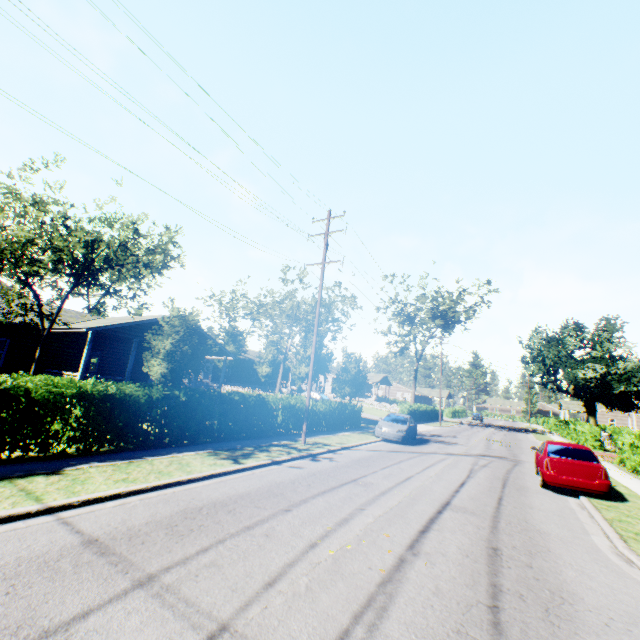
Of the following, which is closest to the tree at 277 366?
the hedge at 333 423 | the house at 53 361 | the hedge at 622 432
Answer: the house at 53 361

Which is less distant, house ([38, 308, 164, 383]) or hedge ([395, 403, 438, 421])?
house ([38, 308, 164, 383])

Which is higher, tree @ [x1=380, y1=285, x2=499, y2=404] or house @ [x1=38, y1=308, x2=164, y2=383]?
tree @ [x1=380, y1=285, x2=499, y2=404]

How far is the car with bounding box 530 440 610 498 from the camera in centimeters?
1041cm

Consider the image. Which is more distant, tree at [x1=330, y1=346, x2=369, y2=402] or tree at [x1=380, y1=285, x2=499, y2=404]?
tree at [x1=380, y1=285, x2=499, y2=404]

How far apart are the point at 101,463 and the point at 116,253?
8.2 meters

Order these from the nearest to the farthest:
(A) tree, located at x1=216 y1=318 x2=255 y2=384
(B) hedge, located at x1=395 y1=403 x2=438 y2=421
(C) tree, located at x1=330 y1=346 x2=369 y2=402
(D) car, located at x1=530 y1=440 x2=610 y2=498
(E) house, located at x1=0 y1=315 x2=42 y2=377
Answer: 1. (D) car, located at x1=530 y1=440 x2=610 y2=498
2. (E) house, located at x1=0 y1=315 x2=42 y2=377
3. (C) tree, located at x1=330 y1=346 x2=369 y2=402
4. (A) tree, located at x1=216 y1=318 x2=255 y2=384
5. (B) hedge, located at x1=395 y1=403 x2=438 y2=421

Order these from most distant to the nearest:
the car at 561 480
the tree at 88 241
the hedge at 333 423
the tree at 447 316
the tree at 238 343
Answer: the tree at 447 316 < the tree at 238 343 < the hedge at 333 423 < the tree at 88 241 < the car at 561 480
